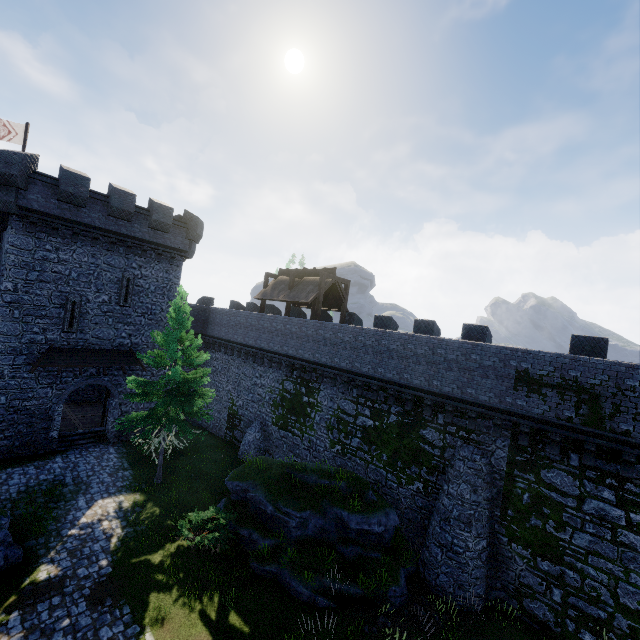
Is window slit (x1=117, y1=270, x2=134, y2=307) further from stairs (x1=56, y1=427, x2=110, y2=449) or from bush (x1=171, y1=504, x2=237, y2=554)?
bush (x1=171, y1=504, x2=237, y2=554)

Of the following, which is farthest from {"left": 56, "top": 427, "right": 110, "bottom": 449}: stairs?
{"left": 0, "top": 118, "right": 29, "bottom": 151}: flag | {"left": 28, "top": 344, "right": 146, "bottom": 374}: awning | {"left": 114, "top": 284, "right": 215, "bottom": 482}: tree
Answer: {"left": 0, "top": 118, "right": 29, "bottom": 151}: flag

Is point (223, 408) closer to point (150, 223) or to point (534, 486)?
point (150, 223)

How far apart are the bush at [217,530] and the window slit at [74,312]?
13.81m

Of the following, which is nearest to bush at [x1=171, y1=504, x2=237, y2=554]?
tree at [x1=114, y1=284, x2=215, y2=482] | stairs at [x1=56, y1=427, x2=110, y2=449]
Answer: tree at [x1=114, y1=284, x2=215, y2=482]

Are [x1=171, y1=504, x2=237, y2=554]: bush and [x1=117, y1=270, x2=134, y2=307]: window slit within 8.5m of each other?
no

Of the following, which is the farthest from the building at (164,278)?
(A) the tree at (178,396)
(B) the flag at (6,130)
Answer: (A) the tree at (178,396)

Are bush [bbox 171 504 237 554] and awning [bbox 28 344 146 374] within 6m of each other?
no
